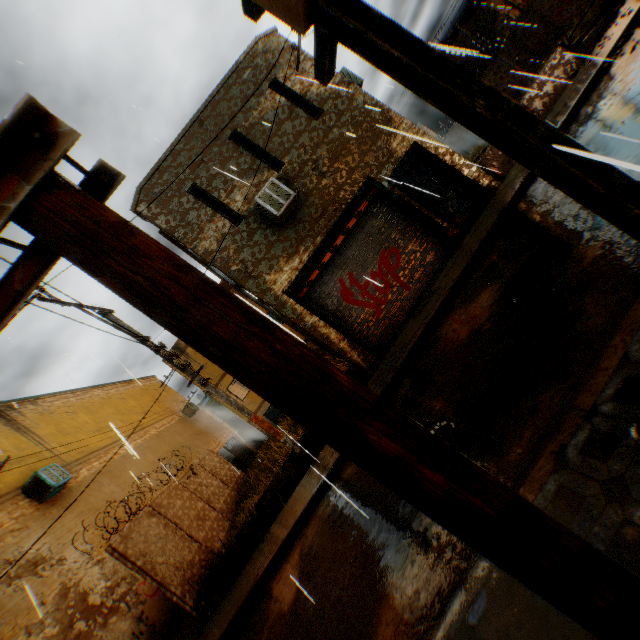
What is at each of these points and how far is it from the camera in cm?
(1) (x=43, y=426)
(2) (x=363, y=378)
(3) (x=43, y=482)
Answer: (1) building, 1370
(2) concrete block, 897
(3) air conditioner, 1061

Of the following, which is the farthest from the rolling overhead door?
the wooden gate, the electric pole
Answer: the wooden gate

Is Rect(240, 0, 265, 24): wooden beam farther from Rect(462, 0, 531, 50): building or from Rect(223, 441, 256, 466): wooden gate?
Rect(223, 441, 256, 466): wooden gate

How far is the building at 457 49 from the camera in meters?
4.0

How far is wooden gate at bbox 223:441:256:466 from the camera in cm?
2334

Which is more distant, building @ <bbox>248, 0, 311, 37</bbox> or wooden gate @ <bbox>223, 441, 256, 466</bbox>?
wooden gate @ <bbox>223, 441, 256, 466</bbox>

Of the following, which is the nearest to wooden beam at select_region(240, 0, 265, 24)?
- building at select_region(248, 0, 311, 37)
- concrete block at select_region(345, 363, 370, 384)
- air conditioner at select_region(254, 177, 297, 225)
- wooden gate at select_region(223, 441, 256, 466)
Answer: building at select_region(248, 0, 311, 37)

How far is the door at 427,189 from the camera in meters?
9.6
